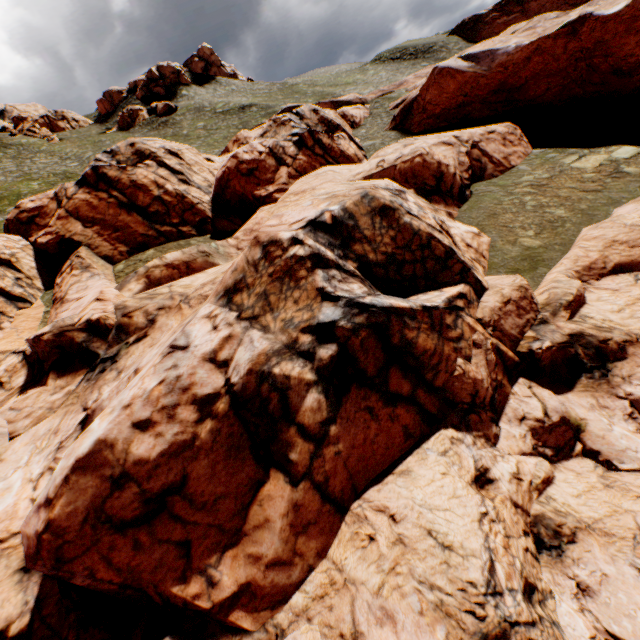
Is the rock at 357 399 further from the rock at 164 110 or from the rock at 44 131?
the rock at 44 131

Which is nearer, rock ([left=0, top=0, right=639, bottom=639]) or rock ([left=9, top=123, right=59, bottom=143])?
rock ([left=0, top=0, right=639, bottom=639])

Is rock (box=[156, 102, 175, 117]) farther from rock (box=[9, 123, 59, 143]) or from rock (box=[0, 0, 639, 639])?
rock (box=[0, 0, 639, 639])

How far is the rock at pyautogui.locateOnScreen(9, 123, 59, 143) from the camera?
56.7m

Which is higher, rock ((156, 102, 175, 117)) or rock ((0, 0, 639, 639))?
rock ((156, 102, 175, 117))

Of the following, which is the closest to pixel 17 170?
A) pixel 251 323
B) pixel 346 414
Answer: pixel 251 323

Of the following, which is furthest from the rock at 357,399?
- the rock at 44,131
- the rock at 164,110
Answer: the rock at 44,131

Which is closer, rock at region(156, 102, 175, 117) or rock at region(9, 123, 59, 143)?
rock at region(9, 123, 59, 143)
